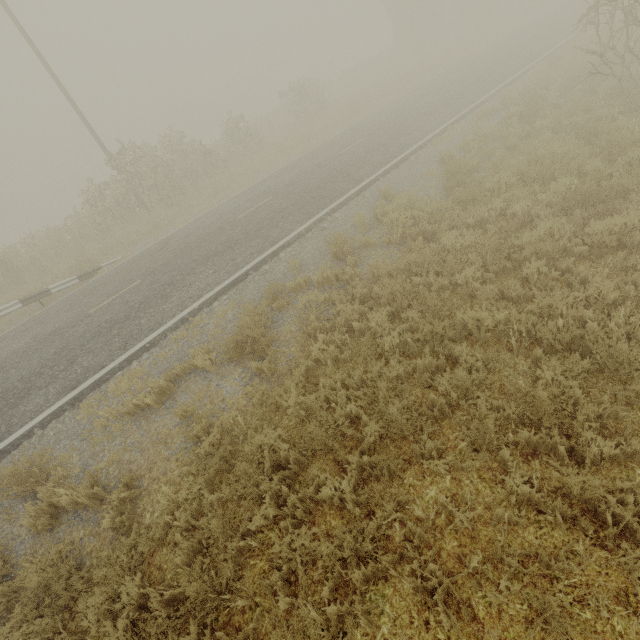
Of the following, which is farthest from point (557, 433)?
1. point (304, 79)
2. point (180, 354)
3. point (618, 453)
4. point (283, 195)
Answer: point (304, 79)
